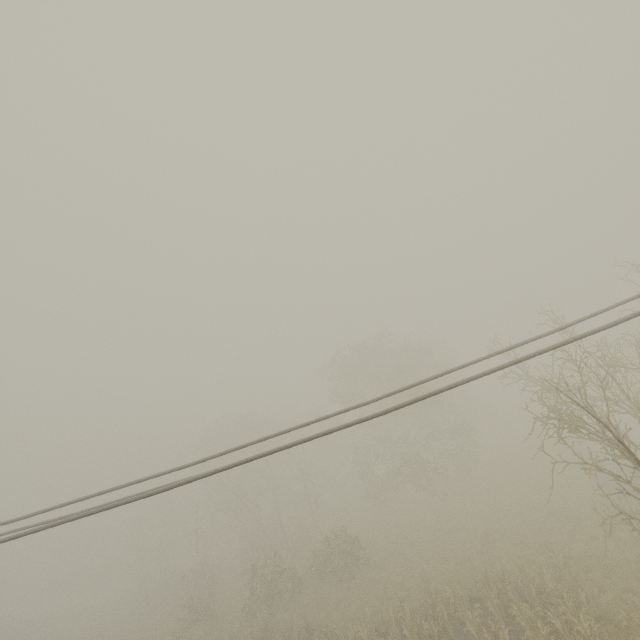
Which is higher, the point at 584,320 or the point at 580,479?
the point at 584,320
